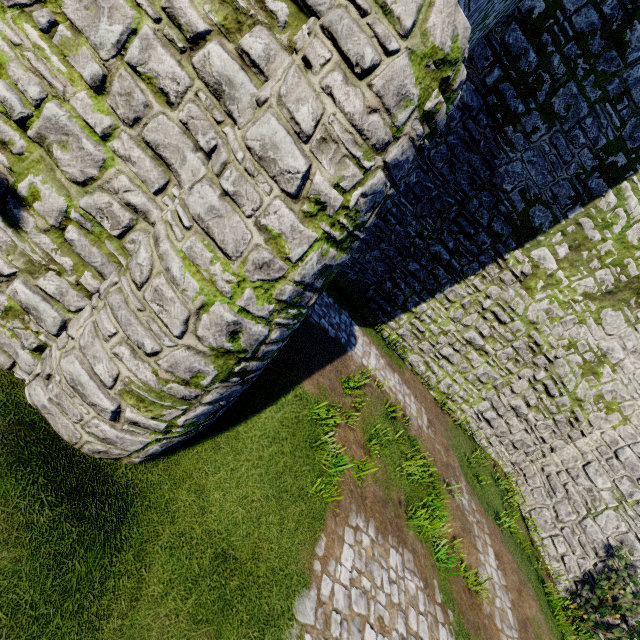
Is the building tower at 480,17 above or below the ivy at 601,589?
above

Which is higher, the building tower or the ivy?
the building tower

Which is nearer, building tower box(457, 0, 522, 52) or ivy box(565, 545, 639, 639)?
building tower box(457, 0, 522, 52)

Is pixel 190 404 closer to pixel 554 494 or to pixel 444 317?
pixel 444 317

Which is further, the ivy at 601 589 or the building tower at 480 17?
the ivy at 601 589
